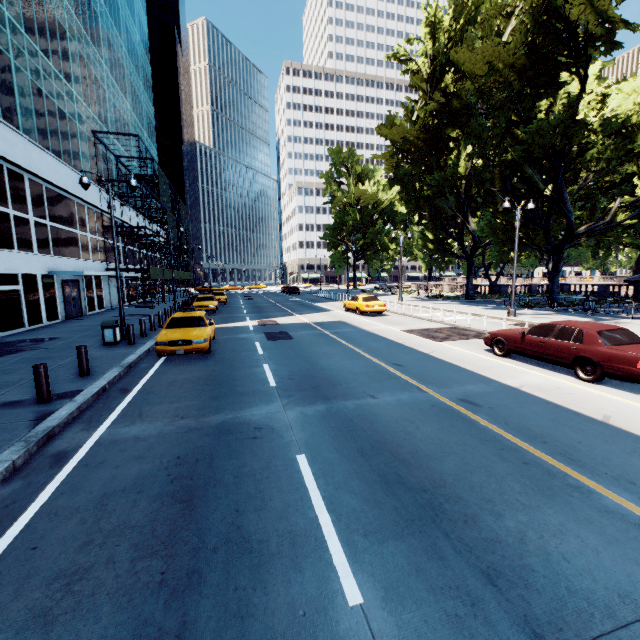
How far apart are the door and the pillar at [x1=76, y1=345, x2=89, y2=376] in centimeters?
1703cm

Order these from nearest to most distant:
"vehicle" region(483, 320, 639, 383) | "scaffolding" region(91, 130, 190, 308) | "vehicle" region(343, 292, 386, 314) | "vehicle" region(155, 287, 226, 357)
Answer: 1. "vehicle" region(483, 320, 639, 383)
2. "vehicle" region(155, 287, 226, 357)
3. "vehicle" region(343, 292, 386, 314)
4. "scaffolding" region(91, 130, 190, 308)

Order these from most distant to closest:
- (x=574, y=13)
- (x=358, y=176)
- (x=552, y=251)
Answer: (x=358, y=176), (x=552, y=251), (x=574, y=13)

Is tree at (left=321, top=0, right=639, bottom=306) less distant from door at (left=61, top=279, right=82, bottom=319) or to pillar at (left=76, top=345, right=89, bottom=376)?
pillar at (left=76, top=345, right=89, bottom=376)

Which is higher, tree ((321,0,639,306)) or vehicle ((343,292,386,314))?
tree ((321,0,639,306))

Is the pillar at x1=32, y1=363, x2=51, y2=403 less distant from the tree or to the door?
the door

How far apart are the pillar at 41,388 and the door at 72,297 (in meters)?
18.99

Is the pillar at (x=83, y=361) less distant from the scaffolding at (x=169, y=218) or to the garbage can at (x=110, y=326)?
the garbage can at (x=110, y=326)
